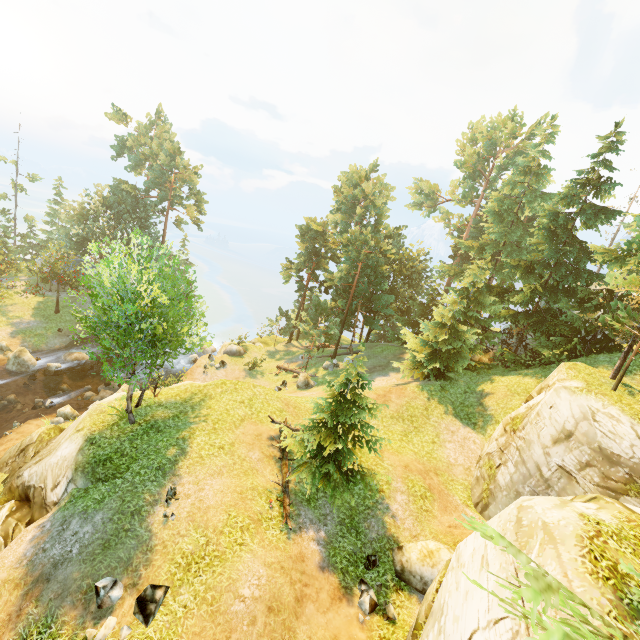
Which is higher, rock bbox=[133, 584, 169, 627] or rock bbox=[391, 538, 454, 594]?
rock bbox=[391, 538, 454, 594]

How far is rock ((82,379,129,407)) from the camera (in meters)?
24.27

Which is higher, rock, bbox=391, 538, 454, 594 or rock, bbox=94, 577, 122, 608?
rock, bbox=391, 538, 454, 594

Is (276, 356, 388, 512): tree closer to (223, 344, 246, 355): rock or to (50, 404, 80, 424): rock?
(223, 344, 246, 355): rock

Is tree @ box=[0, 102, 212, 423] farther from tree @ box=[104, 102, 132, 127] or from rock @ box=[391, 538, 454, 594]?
tree @ box=[104, 102, 132, 127]

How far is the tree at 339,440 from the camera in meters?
13.9 m

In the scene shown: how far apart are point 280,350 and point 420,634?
34.8 meters

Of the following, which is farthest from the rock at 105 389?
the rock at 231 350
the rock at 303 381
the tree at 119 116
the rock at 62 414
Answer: the tree at 119 116
